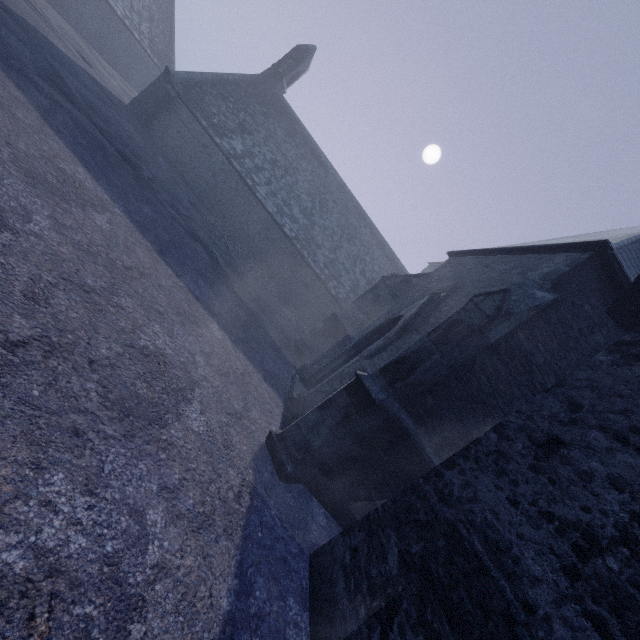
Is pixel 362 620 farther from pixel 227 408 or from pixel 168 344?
pixel 168 344
